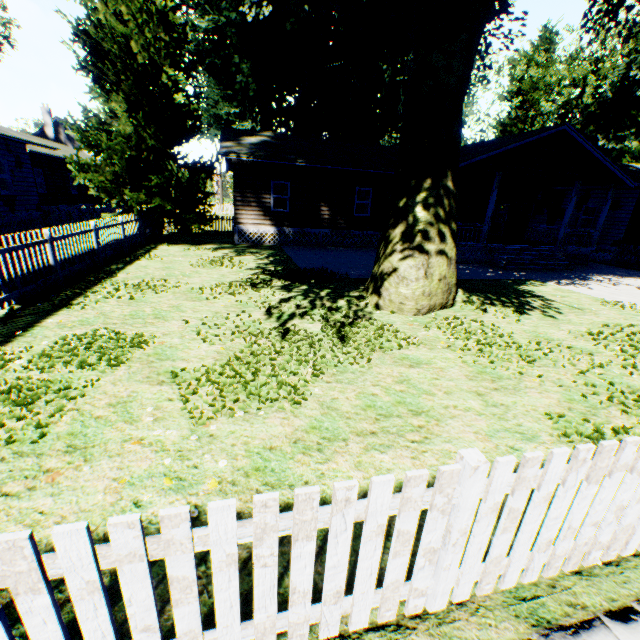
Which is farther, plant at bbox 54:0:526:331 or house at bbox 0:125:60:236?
house at bbox 0:125:60:236

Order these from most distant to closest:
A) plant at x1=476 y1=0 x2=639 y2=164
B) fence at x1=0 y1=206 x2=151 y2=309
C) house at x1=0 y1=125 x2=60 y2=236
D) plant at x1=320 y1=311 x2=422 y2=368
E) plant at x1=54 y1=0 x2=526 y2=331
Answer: plant at x1=476 y1=0 x2=639 y2=164 → house at x1=0 y1=125 x2=60 y2=236 → plant at x1=54 y1=0 x2=526 y2=331 → fence at x1=0 y1=206 x2=151 y2=309 → plant at x1=320 y1=311 x2=422 y2=368

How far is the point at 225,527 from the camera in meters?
1.5 m

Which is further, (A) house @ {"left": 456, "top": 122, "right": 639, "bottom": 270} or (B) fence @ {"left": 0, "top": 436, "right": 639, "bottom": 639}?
(A) house @ {"left": 456, "top": 122, "right": 639, "bottom": 270}

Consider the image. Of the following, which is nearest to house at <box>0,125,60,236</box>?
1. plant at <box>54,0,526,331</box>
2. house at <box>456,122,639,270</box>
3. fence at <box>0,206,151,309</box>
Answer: fence at <box>0,206,151,309</box>

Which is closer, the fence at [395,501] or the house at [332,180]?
the fence at [395,501]

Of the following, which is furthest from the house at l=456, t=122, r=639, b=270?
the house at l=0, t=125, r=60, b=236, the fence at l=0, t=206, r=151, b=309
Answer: the house at l=0, t=125, r=60, b=236

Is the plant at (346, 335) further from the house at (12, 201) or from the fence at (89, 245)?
the house at (12, 201)
